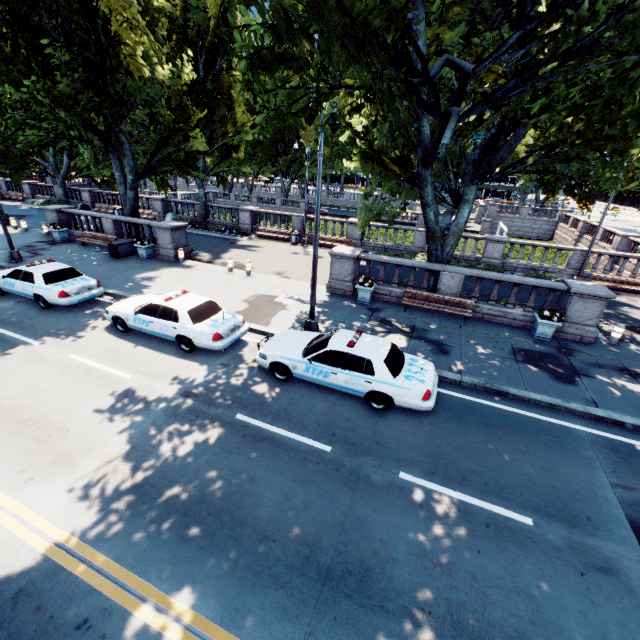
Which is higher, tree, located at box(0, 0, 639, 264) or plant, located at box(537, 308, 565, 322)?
tree, located at box(0, 0, 639, 264)

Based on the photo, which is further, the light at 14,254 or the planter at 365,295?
the light at 14,254

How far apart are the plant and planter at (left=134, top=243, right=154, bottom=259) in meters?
20.4 m

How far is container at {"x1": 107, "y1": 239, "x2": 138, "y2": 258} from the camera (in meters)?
18.95

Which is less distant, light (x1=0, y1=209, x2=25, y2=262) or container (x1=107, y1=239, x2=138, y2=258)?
light (x1=0, y1=209, x2=25, y2=262)

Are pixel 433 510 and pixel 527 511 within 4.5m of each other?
yes

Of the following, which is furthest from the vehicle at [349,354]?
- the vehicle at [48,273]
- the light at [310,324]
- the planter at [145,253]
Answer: the planter at [145,253]

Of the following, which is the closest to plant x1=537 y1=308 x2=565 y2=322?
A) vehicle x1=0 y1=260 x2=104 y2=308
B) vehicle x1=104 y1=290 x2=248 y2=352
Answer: vehicle x1=104 y1=290 x2=248 y2=352
